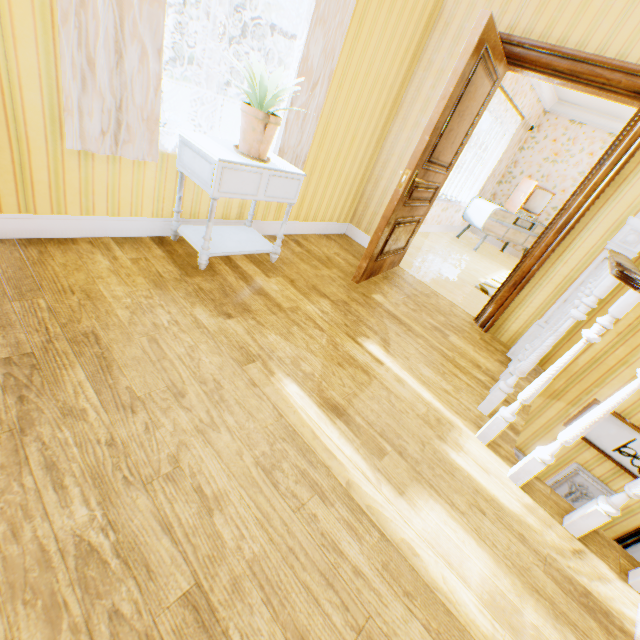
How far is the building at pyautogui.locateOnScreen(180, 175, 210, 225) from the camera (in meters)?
2.65

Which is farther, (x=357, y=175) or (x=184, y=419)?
(x=357, y=175)

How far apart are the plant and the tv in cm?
605

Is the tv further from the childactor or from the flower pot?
the flower pot

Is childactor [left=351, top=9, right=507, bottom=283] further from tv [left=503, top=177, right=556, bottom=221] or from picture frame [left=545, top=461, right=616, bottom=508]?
tv [left=503, top=177, right=556, bottom=221]

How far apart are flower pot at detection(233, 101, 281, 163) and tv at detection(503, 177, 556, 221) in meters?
6.3

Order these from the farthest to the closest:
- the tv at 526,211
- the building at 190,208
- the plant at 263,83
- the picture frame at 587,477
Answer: the tv at 526,211 < the picture frame at 587,477 < the building at 190,208 < the plant at 263,83

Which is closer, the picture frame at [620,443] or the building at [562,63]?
the building at [562,63]
